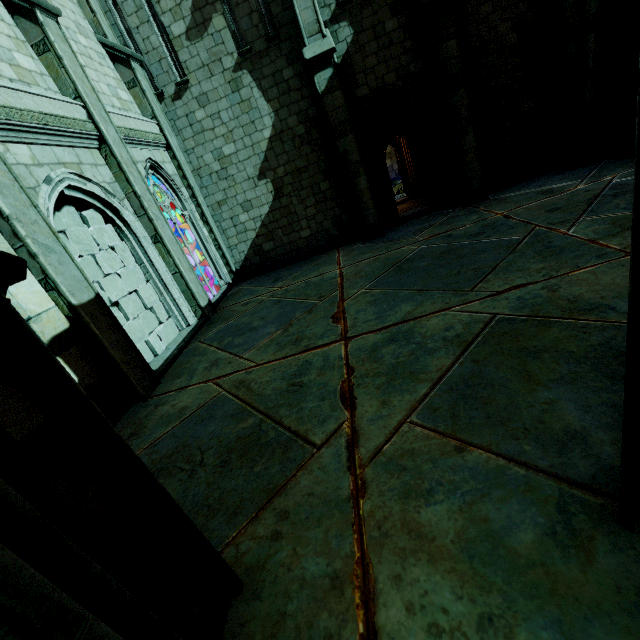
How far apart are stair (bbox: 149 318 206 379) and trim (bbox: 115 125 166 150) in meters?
4.6

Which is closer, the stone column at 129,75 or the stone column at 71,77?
the stone column at 71,77

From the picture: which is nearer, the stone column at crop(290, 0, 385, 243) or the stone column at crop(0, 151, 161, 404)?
the stone column at crop(0, 151, 161, 404)

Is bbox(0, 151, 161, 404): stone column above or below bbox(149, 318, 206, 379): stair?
above

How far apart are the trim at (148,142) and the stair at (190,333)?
4.58m

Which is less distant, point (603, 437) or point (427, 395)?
point (603, 437)

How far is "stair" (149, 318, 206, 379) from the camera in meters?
6.8

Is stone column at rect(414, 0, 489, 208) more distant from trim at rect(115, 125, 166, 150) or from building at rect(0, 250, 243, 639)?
building at rect(0, 250, 243, 639)
